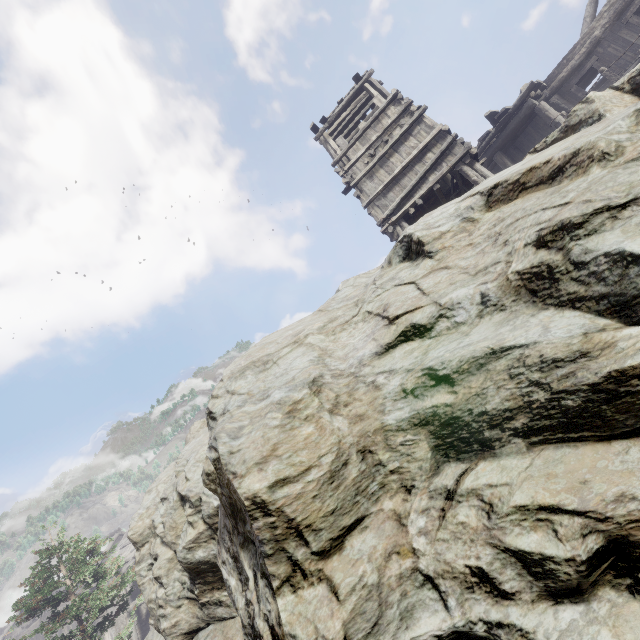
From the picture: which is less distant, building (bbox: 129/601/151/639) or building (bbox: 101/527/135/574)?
building (bbox: 129/601/151/639)

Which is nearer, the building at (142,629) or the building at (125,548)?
the building at (142,629)

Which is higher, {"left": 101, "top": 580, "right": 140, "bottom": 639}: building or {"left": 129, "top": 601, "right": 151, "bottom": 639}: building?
{"left": 101, "top": 580, "right": 140, "bottom": 639}: building

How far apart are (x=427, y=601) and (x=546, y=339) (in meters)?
1.87

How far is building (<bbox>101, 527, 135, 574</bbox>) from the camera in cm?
2159

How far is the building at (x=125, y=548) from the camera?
21.6 meters

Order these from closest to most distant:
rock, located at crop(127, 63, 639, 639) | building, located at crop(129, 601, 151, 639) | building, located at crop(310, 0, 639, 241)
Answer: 1. rock, located at crop(127, 63, 639, 639)
2. building, located at crop(310, 0, 639, 241)
3. building, located at crop(129, 601, 151, 639)
